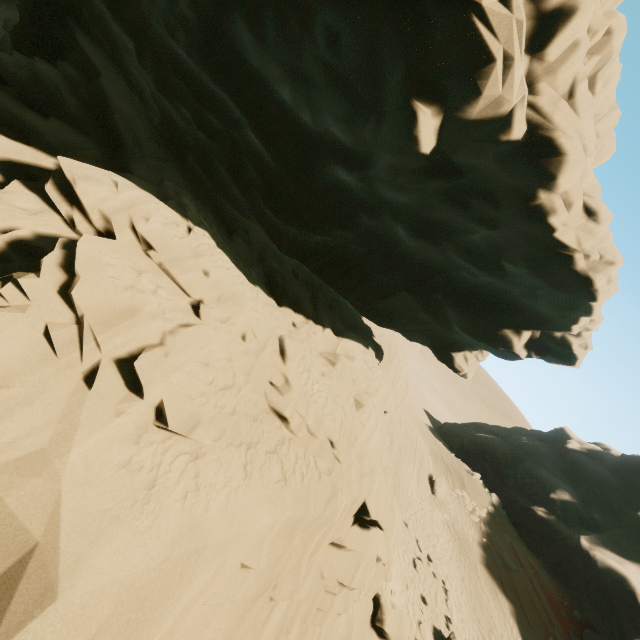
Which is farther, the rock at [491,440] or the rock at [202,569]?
the rock at [491,440]

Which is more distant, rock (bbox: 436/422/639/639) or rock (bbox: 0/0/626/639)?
rock (bbox: 436/422/639/639)

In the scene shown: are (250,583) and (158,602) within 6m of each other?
yes
